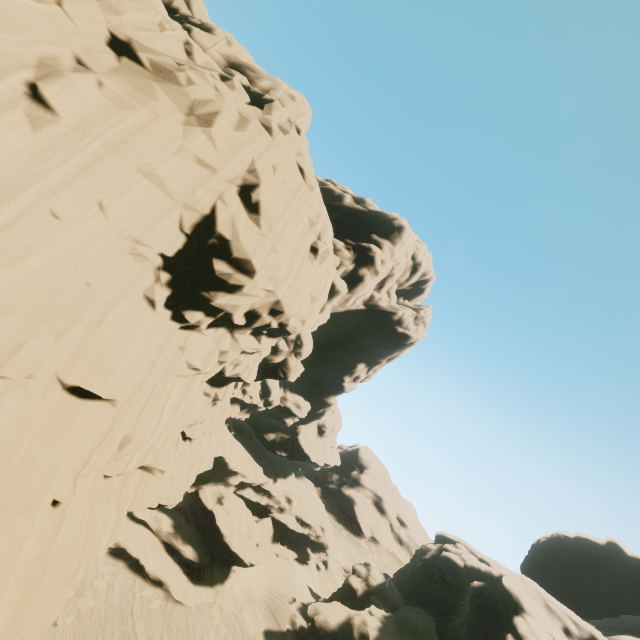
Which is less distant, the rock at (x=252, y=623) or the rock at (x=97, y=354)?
the rock at (x=97, y=354)

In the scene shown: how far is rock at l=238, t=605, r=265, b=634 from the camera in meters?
29.8

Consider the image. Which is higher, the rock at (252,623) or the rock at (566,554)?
the rock at (566,554)

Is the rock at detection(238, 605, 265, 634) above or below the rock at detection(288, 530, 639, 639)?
below

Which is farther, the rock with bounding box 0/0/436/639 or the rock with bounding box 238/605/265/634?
the rock with bounding box 238/605/265/634

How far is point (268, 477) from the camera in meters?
46.7 m
